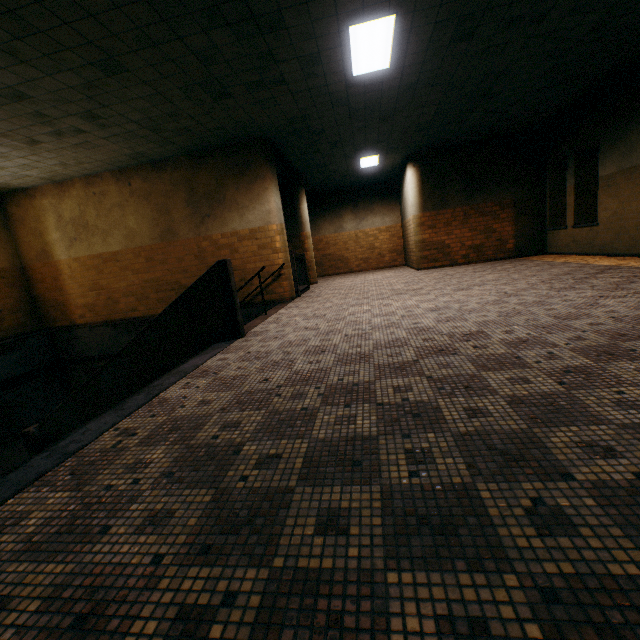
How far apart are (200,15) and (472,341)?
4.9m

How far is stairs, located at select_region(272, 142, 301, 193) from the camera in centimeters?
903cm

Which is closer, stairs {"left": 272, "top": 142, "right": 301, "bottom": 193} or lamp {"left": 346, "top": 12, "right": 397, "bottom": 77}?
lamp {"left": 346, "top": 12, "right": 397, "bottom": 77}

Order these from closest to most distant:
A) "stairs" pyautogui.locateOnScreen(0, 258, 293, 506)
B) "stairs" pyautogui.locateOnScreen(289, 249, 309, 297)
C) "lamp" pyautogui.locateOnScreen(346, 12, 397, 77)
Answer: "stairs" pyautogui.locateOnScreen(0, 258, 293, 506)
"lamp" pyautogui.locateOnScreen(346, 12, 397, 77)
"stairs" pyautogui.locateOnScreen(289, 249, 309, 297)

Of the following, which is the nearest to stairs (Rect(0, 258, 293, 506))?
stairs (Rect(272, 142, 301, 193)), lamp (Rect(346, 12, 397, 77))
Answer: stairs (Rect(272, 142, 301, 193))

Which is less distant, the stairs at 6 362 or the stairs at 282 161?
the stairs at 6 362

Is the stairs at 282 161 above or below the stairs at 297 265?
above
